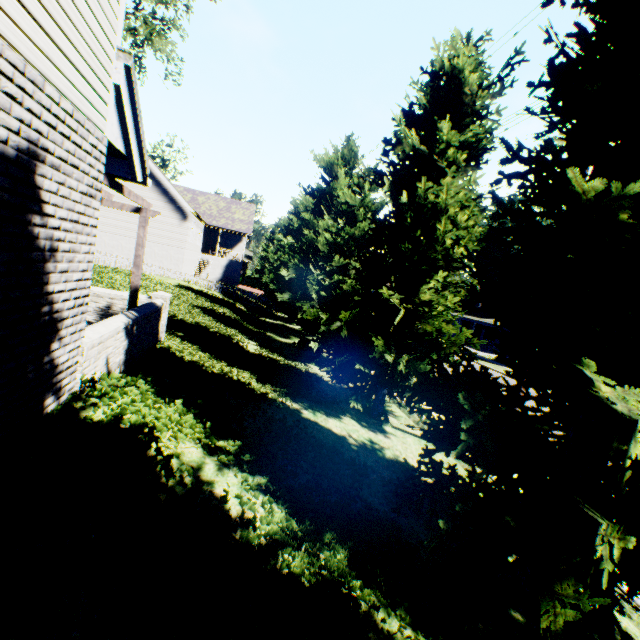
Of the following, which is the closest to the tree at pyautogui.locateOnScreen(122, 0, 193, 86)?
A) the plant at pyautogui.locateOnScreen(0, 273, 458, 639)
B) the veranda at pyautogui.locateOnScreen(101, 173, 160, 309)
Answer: the plant at pyautogui.locateOnScreen(0, 273, 458, 639)

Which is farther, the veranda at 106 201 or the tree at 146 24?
the tree at 146 24

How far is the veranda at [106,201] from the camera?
5.53m

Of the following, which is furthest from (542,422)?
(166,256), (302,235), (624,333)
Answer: (166,256)

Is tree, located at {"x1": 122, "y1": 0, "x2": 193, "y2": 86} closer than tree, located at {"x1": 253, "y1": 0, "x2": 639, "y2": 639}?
No

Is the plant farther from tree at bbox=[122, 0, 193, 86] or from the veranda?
the veranda
